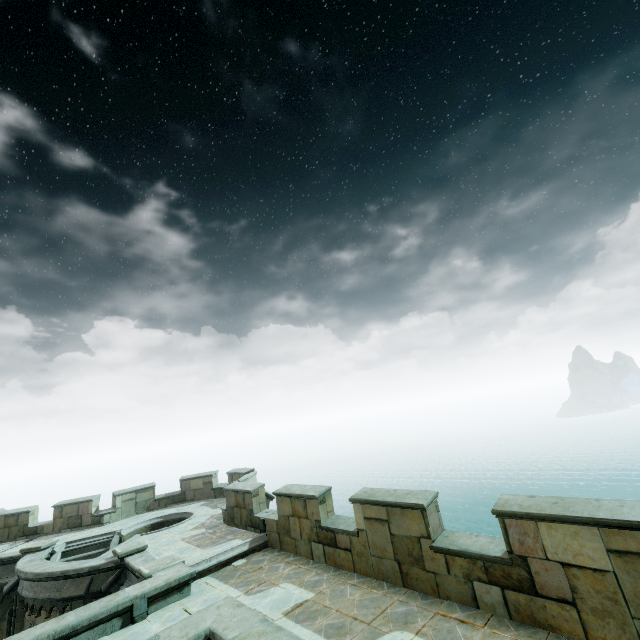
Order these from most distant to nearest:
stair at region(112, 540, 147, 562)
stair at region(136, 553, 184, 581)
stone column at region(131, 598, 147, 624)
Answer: stair at region(112, 540, 147, 562)
stair at region(136, 553, 184, 581)
stone column at region(131, 598, 147, 624)

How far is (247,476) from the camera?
15.70m

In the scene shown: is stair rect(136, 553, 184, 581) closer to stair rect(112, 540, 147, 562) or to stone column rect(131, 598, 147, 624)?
stone column rect(131, 598, 147, 624)

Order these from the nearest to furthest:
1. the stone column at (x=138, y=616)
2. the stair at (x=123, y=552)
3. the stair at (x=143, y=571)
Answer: the stone column at (x=138, y=616) < the stair at (x=143, y=571) < the stair at (x=123, y=552)

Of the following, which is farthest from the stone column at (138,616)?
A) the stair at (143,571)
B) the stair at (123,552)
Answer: the stair at (123,552)

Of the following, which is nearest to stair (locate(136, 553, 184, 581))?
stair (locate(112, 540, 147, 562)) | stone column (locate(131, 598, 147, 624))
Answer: stone column (locate(131, 598, 147, 624))

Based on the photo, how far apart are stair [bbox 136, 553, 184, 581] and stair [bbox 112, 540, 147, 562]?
2.0m
